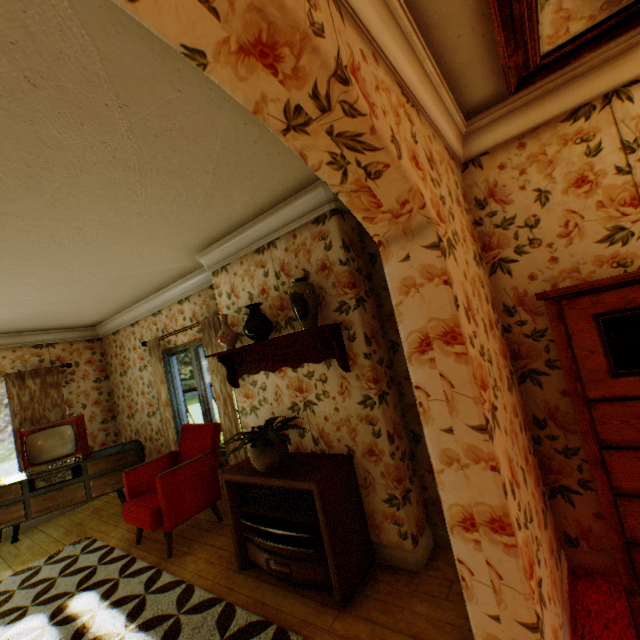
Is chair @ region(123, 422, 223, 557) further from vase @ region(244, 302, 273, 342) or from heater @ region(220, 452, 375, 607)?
vase @ region(244, 302, 273, 342)

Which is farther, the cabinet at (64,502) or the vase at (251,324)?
the cabinet at (64,502)

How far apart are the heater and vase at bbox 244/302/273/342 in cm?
118

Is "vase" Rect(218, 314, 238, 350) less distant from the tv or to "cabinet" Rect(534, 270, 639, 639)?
"cabinet" Rect(534, 270, 639, 639)

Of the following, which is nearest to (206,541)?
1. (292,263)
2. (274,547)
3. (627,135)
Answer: (274,547)

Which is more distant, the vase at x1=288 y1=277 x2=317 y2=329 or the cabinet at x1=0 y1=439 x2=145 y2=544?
the cabinet at x1=0 y1=439 x2=145 y2=544

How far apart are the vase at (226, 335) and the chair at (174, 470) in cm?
136

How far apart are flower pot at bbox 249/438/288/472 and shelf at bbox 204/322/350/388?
0.64m
